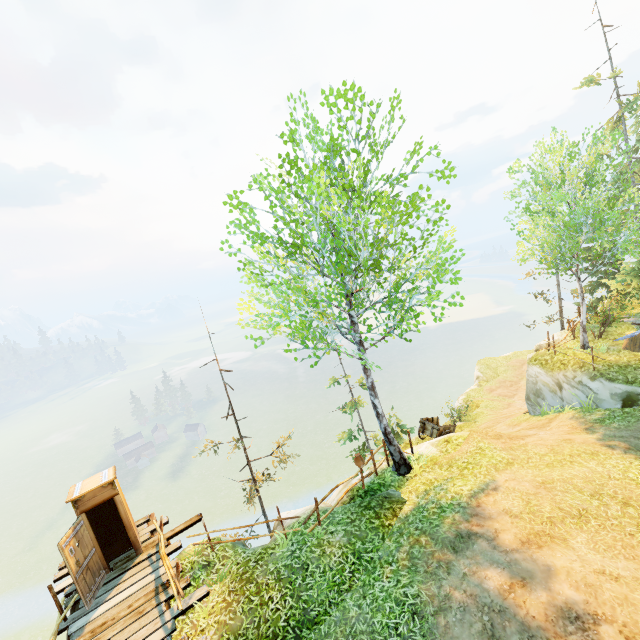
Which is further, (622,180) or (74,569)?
(622,180)

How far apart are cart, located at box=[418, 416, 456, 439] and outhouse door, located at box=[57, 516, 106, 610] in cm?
1388

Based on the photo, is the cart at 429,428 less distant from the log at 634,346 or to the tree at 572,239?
the log at 634,346

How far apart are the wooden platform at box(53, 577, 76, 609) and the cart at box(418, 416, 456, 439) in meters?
13.9

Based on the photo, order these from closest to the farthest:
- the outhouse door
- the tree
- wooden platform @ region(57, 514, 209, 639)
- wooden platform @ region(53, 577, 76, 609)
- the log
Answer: wooden platform @ region(57, 514, 209, 639) → the outhouse door → wooden platform @ region(53, 577, 76, 609) → the tree → the log

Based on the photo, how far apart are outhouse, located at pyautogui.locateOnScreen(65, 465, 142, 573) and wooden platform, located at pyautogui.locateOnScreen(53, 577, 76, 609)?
0.0m

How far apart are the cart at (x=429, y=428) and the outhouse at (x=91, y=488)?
12.90m

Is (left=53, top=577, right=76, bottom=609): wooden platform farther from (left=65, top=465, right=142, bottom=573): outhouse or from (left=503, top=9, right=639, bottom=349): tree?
(left=503, top=9, right=639, bottom=349): tree
